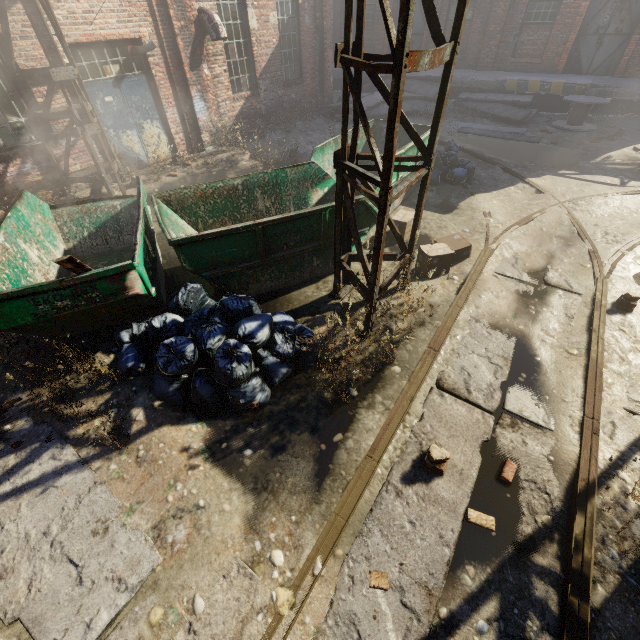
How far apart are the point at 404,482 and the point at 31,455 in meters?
4.0

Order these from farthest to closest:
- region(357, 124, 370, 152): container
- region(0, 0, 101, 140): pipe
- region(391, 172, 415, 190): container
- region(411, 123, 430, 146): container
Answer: region(357, 124, 370, 152): container, region(411, 123, 430, 146): container, region(391, 172, 415, 190): container, region(0, 0, 101, 140): pipe

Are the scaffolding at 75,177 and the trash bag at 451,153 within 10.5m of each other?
yes

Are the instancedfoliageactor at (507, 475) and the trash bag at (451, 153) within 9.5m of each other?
yes

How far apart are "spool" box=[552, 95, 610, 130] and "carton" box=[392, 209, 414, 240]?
11.1 meters

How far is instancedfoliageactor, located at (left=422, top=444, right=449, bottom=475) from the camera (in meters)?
3.22

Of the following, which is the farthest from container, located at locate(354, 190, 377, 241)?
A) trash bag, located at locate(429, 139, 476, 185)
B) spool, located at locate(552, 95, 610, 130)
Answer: spool, located at locate(552, 95, 610, 130)
